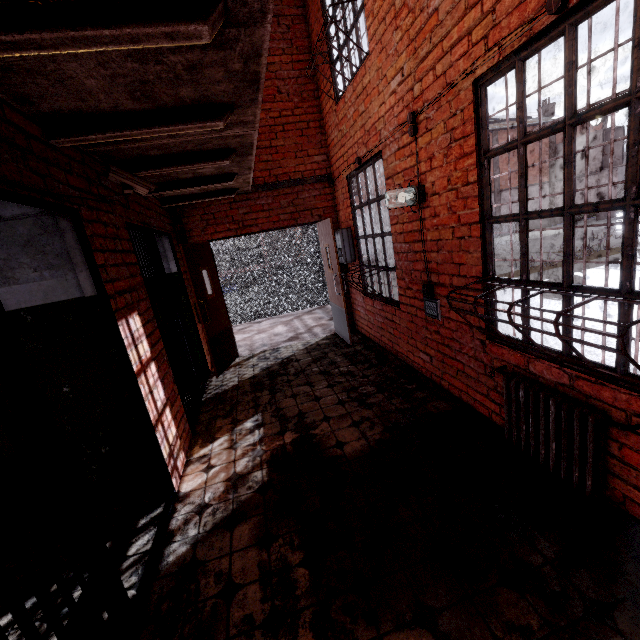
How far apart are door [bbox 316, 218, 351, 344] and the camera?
2.81m

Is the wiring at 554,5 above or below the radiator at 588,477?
above

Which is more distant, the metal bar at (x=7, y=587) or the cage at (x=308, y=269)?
the cage at (x=308, y=269)

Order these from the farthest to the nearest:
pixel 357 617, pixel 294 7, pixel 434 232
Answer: pixel 294 7
pixel 434 232
pixel 357 617

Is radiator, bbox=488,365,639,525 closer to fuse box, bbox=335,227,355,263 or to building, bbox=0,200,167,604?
building, bbox=0,200,167,604

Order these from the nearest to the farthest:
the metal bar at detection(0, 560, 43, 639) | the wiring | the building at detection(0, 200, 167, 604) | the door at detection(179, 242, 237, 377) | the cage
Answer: the metal bar at detection(0, 560, 43, 639), the wiring, the building at detection(0, 200, 167, 604), the door at detection(179, 242, 237, 377), the cage

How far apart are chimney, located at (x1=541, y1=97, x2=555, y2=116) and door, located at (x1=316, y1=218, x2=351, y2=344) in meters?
37.3

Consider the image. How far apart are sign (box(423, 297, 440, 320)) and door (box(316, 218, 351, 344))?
1.9 meters
